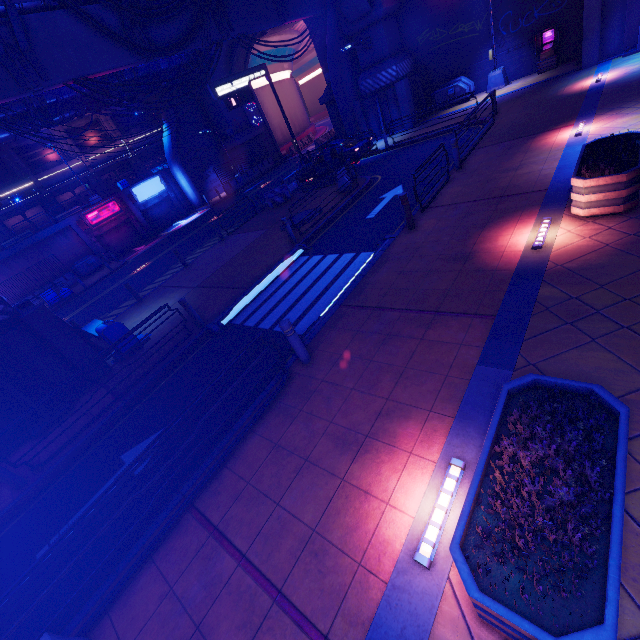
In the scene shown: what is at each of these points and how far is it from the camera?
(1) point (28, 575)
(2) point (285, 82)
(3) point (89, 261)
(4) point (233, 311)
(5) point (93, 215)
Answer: (1) railing, 3.7m
(2) tunnel, 41.8m
(3) generator, 28.5m
(4) floor crosswalk, 10.3m
(5) sign, 29.5m

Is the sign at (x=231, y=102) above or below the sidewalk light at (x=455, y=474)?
above

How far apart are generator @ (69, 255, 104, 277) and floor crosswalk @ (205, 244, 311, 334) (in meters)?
25.25

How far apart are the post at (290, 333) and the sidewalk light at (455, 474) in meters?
3.3

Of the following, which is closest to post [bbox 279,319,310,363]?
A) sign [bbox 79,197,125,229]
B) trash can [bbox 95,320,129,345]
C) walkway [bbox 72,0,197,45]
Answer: trash can [bbox 95,320,129,345]

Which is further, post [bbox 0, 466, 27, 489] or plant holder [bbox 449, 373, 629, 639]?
post [bbox 0, 466, 27, 489]

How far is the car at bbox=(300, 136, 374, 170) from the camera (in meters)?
18.03

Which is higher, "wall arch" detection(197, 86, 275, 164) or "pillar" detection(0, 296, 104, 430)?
"wall arch" detection(197, 86, 275, 164)
